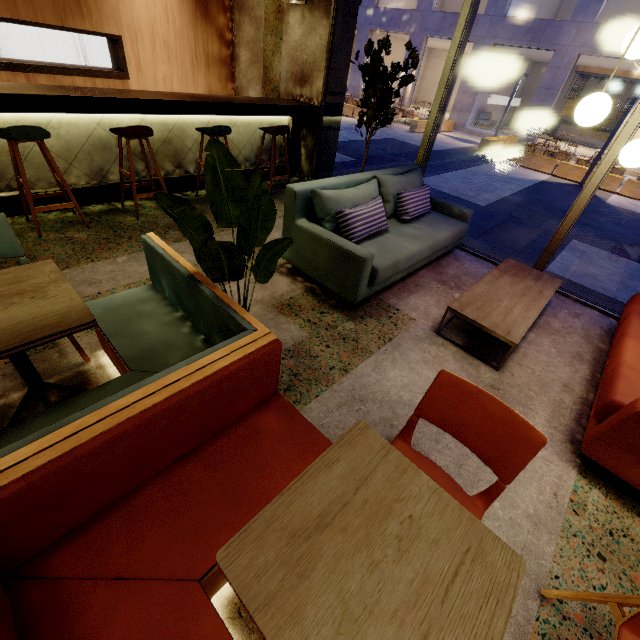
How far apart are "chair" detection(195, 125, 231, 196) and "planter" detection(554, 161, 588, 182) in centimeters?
1277cm

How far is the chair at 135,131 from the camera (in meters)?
3.41

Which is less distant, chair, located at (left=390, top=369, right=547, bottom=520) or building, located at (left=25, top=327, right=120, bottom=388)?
chair, located at (left=390, top=369, right=547, bottom=520)

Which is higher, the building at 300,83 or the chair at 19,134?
the building at 300,83

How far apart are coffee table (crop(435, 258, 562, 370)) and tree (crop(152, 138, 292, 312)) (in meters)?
1.65

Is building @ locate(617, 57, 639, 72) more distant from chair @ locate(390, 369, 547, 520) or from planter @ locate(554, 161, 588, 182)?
chair @ locate(390, 369, 547, 520)

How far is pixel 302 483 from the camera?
1.02m

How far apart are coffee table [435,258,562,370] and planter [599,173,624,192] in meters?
11.4
